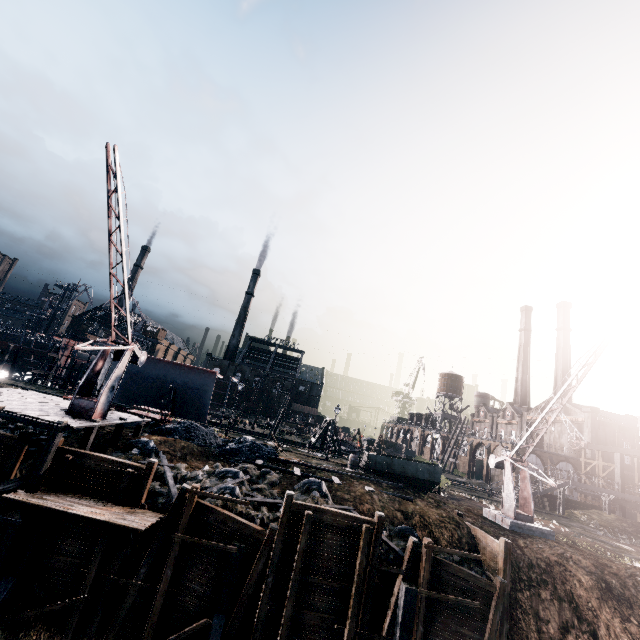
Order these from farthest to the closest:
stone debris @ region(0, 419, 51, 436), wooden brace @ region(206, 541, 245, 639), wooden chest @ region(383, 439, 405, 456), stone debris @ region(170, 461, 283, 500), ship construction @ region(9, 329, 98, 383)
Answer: wooden chest @ region(383, 439, 405, 456) < ship construction @ region(9, 329, 98, 383) < stone debris @ region(0, 419, 51, 436) < stone debris @ region(170, 461, 283, 500) < wooden brace @ region(206, 541, 245, 639)

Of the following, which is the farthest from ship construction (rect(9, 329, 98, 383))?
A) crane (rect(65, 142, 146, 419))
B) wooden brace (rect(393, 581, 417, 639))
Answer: wooden brace (rect(393, 581, 417, 639))

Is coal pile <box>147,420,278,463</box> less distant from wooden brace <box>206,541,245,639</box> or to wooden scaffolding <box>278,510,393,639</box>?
wooden brace <box>206,541,245,639</box>

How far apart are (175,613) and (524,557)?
18.6m

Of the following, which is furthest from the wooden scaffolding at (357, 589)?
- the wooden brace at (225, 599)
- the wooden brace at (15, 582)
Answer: the wooden brace at (15, 582)

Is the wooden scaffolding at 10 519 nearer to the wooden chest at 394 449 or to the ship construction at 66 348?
the ship construction at 66 348

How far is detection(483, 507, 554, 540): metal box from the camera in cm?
2077

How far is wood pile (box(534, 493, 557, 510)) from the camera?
38.53m
